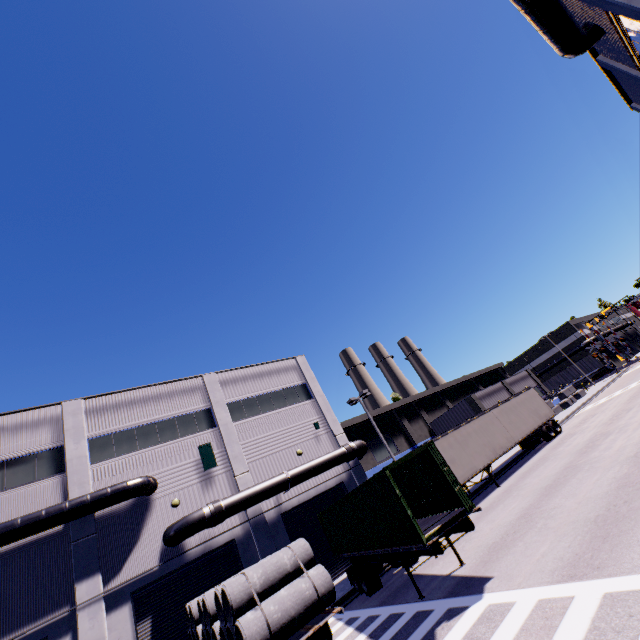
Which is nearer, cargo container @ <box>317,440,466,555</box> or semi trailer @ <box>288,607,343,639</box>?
semi trailer @ <box>288,607,343,639</box>

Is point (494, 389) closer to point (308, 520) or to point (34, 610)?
point (308, 520)

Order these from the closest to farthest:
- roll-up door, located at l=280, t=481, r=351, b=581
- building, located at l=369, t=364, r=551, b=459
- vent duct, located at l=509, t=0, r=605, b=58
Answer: vent duct, located at l=509, t=0, r=605, b=58, roll-up door, located at l=280, t=481, r=351, b=581, building, located at l=369, t=364, r=551, b=459

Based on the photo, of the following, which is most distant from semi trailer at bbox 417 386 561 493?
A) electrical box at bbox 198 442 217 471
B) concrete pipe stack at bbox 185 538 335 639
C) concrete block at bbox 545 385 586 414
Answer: electrical box at bbox 198 442 217 471

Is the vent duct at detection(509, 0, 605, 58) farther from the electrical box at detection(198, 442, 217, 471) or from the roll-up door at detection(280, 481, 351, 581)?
the electrical box at detection(198, 442, 217, 471)

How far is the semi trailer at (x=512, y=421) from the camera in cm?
1933

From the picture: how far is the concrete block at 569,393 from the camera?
39.3 meters

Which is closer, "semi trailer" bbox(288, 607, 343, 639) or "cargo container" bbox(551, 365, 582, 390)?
"semi trailer" bbox(288, 607, 343, 639)
